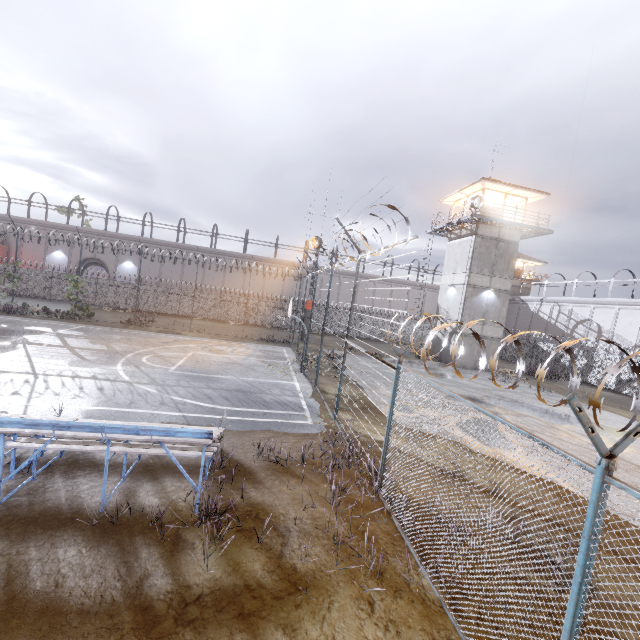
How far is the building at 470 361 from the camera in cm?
2625

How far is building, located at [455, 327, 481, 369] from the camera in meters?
26.2

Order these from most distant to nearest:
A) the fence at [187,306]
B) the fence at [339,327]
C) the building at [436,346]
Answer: the fence at [187,306] < the building at [436,346] < the fence at [339,327]

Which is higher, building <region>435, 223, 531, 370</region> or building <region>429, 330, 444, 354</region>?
building <region>435, 223, 531, 370</region>

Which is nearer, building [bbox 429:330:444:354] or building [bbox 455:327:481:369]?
building [bbox 455:327:481:369]

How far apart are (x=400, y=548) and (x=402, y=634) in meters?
1.4 m

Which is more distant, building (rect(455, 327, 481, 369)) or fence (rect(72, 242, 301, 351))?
fence (rect(72, 242, 301, 351))

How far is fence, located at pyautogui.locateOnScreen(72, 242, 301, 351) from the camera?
32.0 meters
